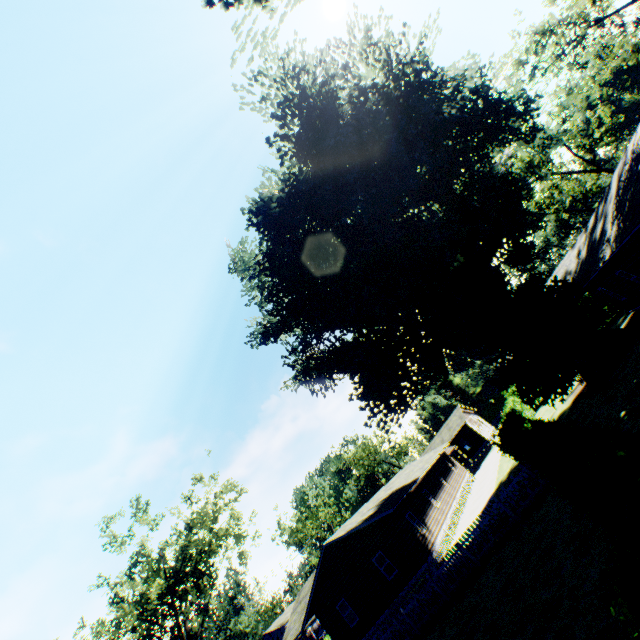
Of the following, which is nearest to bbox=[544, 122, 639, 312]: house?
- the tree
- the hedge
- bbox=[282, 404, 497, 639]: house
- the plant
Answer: the plant

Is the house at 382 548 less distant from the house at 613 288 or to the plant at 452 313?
the plant at 452 313

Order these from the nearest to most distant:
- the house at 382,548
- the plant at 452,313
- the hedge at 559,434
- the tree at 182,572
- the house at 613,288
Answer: the hedge at 559,434 → the house at 613,288 → the plant at 452,313 → the tree at 182,572 → the house at 382,548

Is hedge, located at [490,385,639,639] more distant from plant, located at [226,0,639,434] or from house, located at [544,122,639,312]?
house, located at [544,122,639,312]

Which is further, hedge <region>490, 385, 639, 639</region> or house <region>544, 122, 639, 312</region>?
house <region>544, 122, 639, 312</region>

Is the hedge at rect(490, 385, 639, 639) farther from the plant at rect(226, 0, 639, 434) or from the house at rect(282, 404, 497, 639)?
the house at rect(282, 404, 497, 639)

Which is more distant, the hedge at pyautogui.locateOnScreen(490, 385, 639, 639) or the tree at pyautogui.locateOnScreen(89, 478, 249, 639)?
the tree at pyautogui.locateOnScreen(89, 478, 249, 639)

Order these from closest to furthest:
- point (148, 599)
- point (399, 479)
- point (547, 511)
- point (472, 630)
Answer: point (472, 630)
point (547, 511)
point (148, 599)
point (399, 479)
